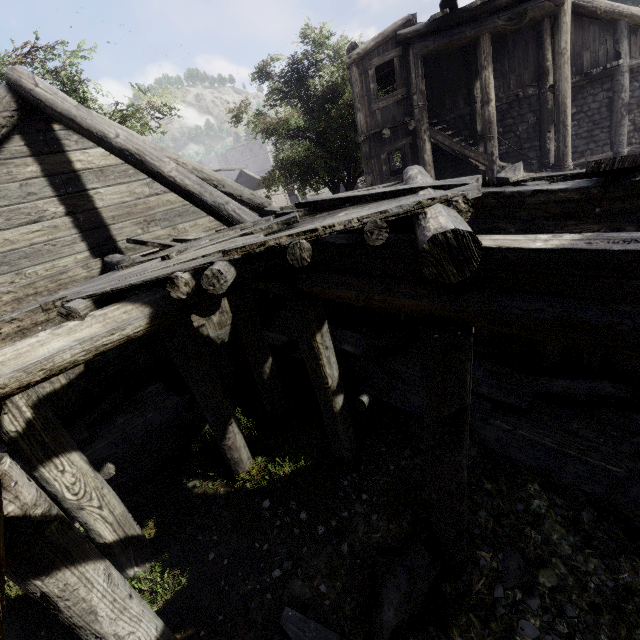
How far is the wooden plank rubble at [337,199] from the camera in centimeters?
292cm

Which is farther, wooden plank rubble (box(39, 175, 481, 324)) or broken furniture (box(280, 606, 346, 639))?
broken furniture (box(280, 606, 346, 639))

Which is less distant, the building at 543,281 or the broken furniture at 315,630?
the building at 543,281

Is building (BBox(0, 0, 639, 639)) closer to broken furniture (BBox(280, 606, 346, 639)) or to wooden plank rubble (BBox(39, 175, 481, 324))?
wooden plank rubble (BBox(39, 175, 481, 324))

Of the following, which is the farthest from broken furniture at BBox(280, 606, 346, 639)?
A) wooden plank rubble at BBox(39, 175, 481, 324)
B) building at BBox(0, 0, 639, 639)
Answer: wooden plank rubble at BBox(39, 175, 481, 324)

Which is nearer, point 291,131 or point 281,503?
point 281,503

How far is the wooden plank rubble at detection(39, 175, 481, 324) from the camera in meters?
2.9 m
